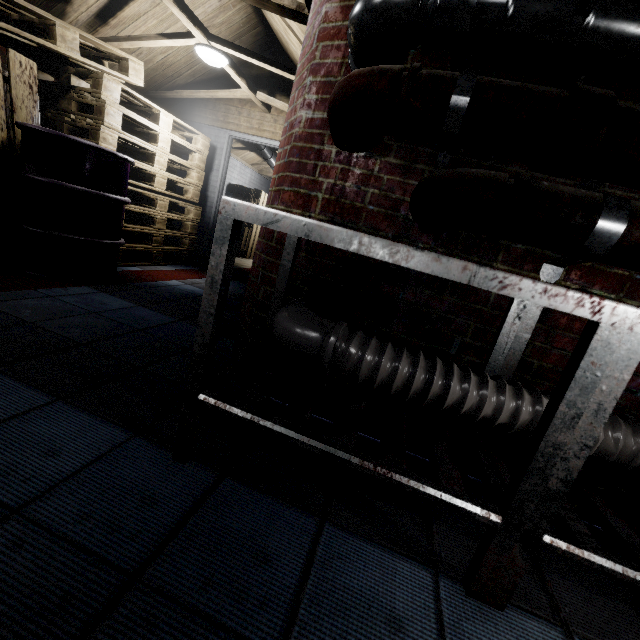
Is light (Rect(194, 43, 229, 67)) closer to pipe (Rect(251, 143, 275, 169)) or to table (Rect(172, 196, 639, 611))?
pipe (Rect(251, 143, 275, 169))

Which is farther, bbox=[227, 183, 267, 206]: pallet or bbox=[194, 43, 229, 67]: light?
bbox=[227, 183, 267, 206]: pallet

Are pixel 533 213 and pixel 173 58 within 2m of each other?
no

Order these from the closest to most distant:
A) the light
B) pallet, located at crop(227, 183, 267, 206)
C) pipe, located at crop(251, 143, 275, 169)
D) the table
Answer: the table, the light, pipe, located at crop(251, 143, 275, 169), pallet, located at crop(227, 183, 267, 206)

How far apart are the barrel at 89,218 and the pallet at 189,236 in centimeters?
1cm

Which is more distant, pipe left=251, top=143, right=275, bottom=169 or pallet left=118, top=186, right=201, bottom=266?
pipe left=251, top=143, right=275, bottom=169

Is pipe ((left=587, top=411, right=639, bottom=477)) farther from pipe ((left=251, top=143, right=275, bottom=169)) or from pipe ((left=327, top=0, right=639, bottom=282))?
pipe ((left=251, top=143, right=275, bottom=169))

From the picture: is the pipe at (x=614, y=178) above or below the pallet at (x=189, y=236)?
above
